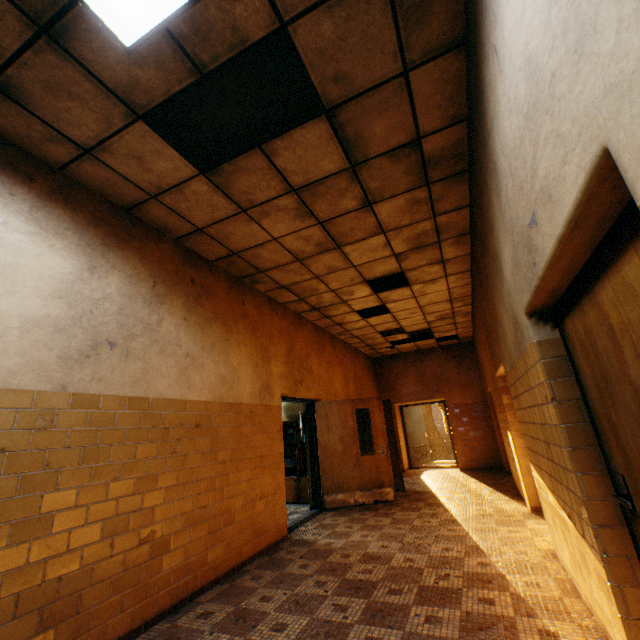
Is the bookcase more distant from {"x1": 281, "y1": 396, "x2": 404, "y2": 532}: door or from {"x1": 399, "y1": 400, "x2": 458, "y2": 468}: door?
{"x1": 399, "y1": 400, "x2": 458, "y2": 468}: door

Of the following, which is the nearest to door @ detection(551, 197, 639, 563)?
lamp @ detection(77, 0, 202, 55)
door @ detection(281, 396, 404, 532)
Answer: lamp @ detection(77, 0, 202, 55)

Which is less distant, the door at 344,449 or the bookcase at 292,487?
the door at 344,449

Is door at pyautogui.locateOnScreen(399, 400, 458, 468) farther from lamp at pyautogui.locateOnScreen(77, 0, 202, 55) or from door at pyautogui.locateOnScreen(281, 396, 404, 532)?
lamp at pyautogui.locateOnScreen(77, 0, 202, 55)

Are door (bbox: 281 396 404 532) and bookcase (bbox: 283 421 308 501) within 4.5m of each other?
yes

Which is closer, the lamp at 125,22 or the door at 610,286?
the door at 610,286

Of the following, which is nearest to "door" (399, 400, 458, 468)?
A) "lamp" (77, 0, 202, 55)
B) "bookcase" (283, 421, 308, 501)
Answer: "bookcase" (283, 421, 308, 501)

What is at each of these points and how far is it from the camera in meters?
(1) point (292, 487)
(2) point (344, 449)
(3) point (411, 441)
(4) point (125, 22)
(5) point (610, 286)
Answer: (1) bookcase, 7.5 m
(2) door, 6.8 m
(3) door, 12.0 m
(4) lamp, 2.0 m
(5) door, 1.4 m
